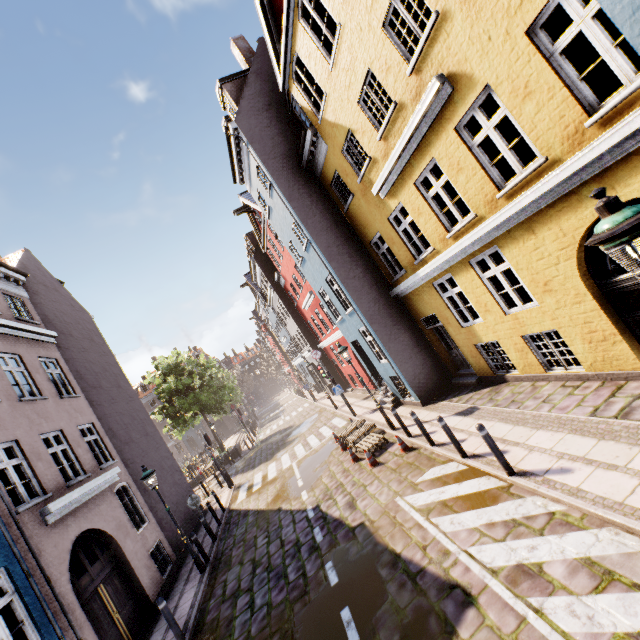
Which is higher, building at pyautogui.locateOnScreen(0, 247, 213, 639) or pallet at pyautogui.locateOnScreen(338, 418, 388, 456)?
building at pyautogui.locateOnScreen(0, 247, 213, 639)

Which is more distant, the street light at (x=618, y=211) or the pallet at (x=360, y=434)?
the pallet at (x=360, y=434)

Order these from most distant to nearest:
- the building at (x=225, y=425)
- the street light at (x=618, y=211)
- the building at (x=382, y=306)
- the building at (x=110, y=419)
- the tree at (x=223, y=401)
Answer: the building at (x=225, y=425)
the tree at (x=223, y=401)
the building at (x=110, y=419)
the building at (x=382, y=306)
the street light at (x=618, y=211)

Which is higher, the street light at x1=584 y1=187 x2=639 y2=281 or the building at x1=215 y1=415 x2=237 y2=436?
the street light at x1=584 y1=187 x2=639 y2=281

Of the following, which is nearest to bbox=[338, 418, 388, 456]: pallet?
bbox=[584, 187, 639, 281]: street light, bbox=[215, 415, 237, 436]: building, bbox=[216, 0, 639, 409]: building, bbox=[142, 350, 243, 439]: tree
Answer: bbox=[216, 0, 639, 409]: building

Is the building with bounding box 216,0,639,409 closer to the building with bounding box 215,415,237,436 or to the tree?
the tree

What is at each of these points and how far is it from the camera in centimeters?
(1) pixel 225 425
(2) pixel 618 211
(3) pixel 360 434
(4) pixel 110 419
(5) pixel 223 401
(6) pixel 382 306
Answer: (1) building, 5650cm
(2) street light, 256cm
(3) pallet, 1262cm
(4) building, 1456cm
(5) tree, 2936cm
(6) building, 1289cm

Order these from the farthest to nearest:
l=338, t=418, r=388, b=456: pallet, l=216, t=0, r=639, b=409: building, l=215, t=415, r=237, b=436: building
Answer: l=215, t=415, r=237, b=436: building < l=338, t=418, r=388, b=456: pallet < l=216, t=0, r=639, b=409: building
